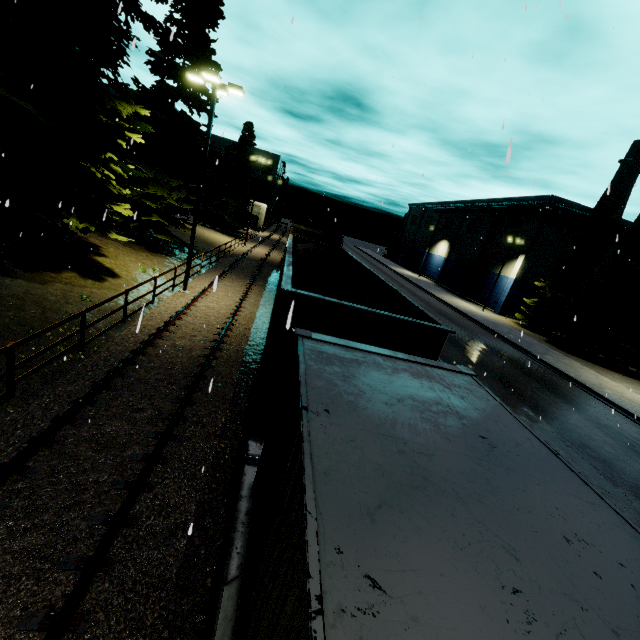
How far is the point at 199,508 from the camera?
5.98m

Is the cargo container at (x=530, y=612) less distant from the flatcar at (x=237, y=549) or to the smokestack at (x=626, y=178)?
the flatcar at (x=237, y=549)

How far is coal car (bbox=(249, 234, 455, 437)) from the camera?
5.25m

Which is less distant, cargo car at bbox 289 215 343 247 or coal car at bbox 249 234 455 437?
coal car at bbox 249 234 455 437

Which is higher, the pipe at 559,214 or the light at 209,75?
the pipe at 559,214

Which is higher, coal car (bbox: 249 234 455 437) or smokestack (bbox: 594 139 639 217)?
smokestack (bbox: 594 139 639 217)

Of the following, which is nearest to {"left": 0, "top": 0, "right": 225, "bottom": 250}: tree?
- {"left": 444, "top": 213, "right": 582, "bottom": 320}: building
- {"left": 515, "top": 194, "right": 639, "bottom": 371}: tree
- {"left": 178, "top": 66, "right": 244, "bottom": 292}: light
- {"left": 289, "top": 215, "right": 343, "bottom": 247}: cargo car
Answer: {"left": 178, "top": 66, "right": 244, "bottom": 292}: light

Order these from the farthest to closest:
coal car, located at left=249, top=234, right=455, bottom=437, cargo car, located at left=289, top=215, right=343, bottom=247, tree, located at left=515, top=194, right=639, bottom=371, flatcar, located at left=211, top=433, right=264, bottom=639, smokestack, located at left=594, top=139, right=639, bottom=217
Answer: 1. smokestack, located at left=594, top=139, right=639, bottom=217
2. tree, located at left=515, top=194, right=639, bottom=371
3. cargo car, located at left=289, top=215, right=343, bottom=247
4. coal car, located at left=249, top=234, right=455, bottom=437
5. flatcar, located at left=211, top=433, right=264, bottom=639
